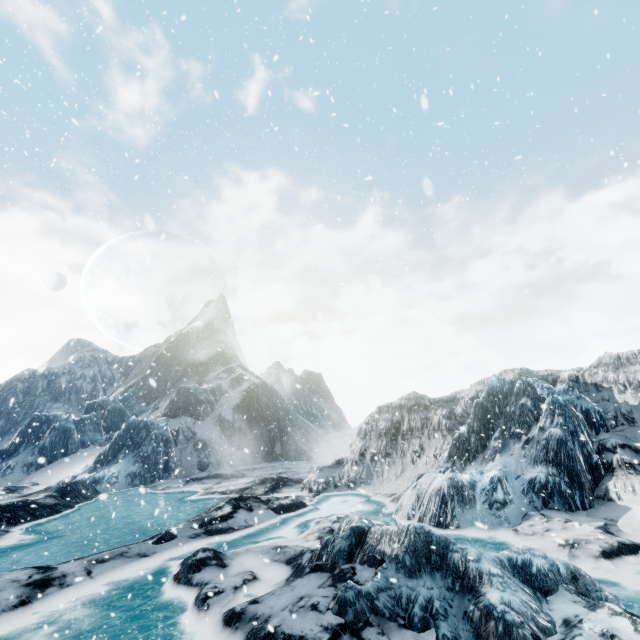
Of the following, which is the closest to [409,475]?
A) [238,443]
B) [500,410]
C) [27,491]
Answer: [500,410]
